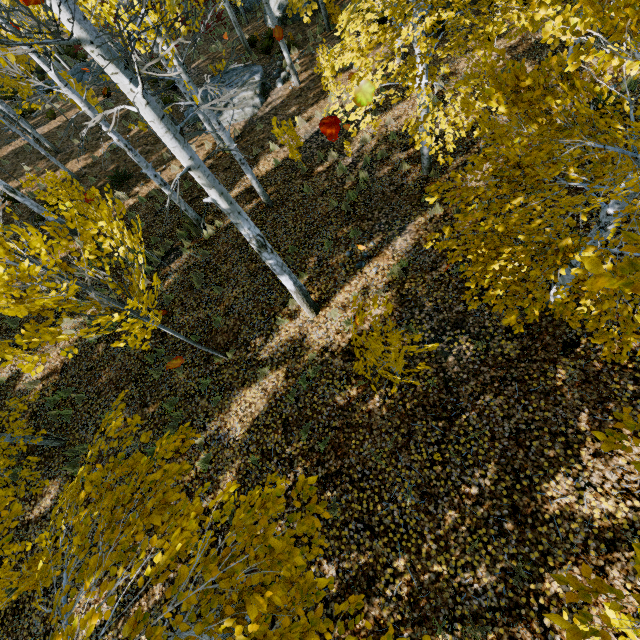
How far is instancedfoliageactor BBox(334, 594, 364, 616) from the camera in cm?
232

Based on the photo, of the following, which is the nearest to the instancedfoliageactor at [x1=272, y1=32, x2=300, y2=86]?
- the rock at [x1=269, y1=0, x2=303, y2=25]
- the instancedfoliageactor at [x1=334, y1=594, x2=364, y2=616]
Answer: the instancedfoliageactor at [x1=334, y1=594, x2=364, y2=616]

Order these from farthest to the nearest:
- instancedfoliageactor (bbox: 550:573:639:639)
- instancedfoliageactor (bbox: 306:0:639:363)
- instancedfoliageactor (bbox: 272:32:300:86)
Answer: instancedfoliageactor (bbox: 272:32:300:86) < instancedfoliageactor (bbox: 306:0:639:363) < instancedfoliageactor (bbox: 550:573:639:639)

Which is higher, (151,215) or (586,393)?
(586,393)

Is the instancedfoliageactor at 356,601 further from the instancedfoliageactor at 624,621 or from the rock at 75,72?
the rock at 75,72

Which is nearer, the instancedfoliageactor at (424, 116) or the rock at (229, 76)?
the instancedfoliageactor at (424, 116)

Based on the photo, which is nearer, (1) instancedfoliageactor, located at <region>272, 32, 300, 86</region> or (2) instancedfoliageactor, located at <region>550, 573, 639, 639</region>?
(2) instancedfoliageactor, located at <region>550, 573, 639, 639</region>

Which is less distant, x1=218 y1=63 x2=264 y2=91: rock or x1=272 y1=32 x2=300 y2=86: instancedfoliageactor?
x1=272 y1=32 x2=300 y2=86: instancedfoliageactor
